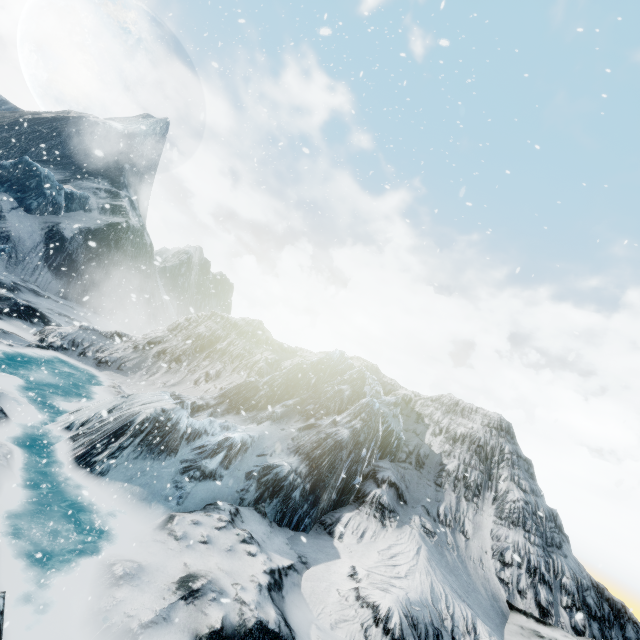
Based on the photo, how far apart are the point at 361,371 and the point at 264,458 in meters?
6.2 m
